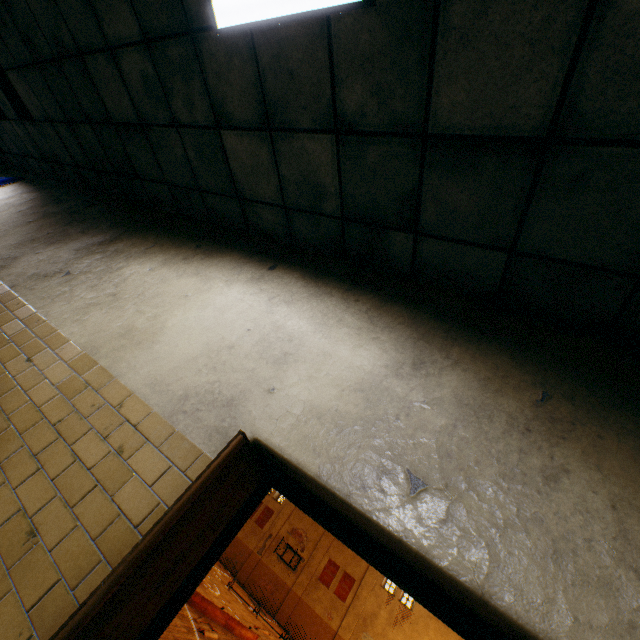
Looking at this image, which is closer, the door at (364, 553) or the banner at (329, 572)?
the door at (364, 553)

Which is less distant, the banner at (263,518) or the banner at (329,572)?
the banner at (329,572)

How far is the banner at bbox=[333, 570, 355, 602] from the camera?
22.8 meters

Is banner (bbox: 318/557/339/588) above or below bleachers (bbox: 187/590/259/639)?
above

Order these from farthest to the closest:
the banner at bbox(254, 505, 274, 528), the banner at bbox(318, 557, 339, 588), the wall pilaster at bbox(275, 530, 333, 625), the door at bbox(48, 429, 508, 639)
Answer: the banner at bbox(254, 505, 274, 528) < the banner at bbox(318, 557, 339, 588) < the wall pilaster at bbox(275, 530, 333, 625) < the door at bbox(48, 429, 508, 639)

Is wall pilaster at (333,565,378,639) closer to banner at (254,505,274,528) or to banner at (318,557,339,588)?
banner at (318,557,339,588)

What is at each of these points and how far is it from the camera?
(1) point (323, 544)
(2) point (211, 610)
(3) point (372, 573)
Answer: (1) wall pilaster, 25.2 meters
(2) bleachers, 9.3 meters
(3) wall pilaster, 23.5 meters

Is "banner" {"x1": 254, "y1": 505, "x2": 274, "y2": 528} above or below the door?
above
